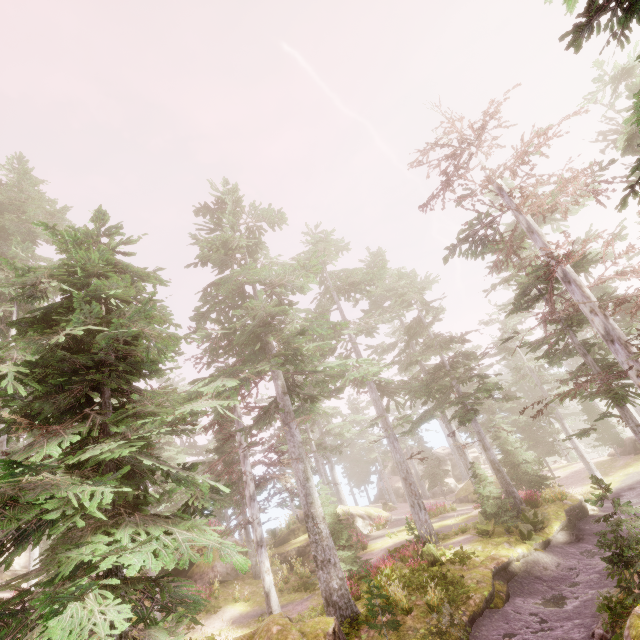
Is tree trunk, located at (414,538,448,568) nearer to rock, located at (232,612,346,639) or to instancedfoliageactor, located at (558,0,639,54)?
instancedfoliageactor, located at (558,0,639,54)

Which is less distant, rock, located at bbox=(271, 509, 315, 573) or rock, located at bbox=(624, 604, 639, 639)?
rock, located at bbox=(624, 604, 639, 639)

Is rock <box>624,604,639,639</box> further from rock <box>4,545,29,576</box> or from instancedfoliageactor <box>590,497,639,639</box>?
rock <box>4,545,29,576</box>

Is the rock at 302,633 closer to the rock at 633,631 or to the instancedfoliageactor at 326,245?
the instancedfoliageactor at 326,245

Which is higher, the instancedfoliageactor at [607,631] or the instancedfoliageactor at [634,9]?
the instancedfoliageactor at [634,9]

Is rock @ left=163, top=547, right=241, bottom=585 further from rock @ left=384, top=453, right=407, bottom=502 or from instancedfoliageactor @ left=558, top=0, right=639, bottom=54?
rock @ left=384, top=453, right=407, bottom=502

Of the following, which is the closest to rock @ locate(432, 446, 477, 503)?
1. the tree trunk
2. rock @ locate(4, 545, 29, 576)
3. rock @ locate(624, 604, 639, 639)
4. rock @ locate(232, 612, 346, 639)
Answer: the tree trunk

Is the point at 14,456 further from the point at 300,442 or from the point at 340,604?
the point at 340,604
